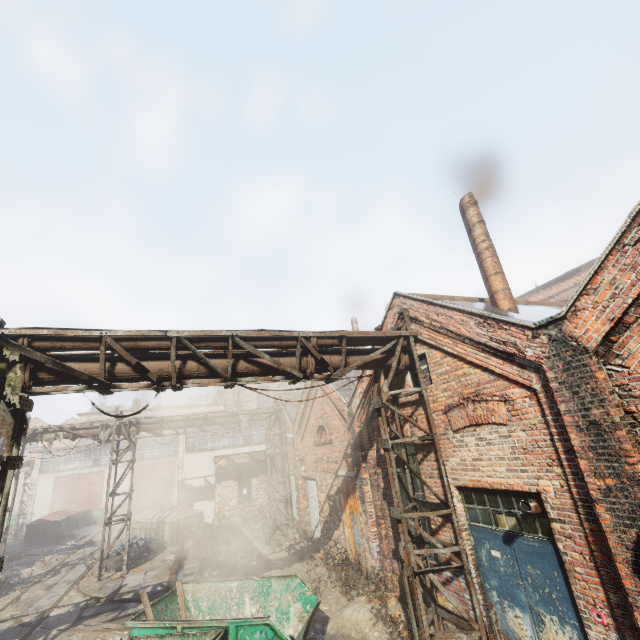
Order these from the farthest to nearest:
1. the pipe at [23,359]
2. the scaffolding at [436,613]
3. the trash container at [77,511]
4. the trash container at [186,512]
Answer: the trash container at [77,511] < the trash container at [186,512] < the scaffolding at [436,613] < the pipe at [23,359]

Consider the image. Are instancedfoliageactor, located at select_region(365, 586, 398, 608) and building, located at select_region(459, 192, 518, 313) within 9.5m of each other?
yes

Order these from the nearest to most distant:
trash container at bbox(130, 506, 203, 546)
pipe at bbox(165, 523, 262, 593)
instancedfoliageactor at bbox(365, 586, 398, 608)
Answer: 1. instancedfoliageactor at bbox(365, 586, 398, 608)
2. pipe at bbox(165, 523, 262, 593)
3. trash container at bbox(130, 506, 203, 546)

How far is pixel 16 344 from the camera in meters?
5.0 m

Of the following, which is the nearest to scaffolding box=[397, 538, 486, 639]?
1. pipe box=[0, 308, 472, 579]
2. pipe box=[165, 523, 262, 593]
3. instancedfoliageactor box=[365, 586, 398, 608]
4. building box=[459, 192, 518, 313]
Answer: pipe box=[0, 308, 472, 579]

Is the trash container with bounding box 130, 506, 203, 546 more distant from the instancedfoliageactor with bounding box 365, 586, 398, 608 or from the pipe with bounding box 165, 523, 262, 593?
the instancedfoliageactor with bounding box 365, 586, 398, 608

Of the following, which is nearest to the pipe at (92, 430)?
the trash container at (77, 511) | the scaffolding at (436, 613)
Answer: the scaffolding at (436, 613)

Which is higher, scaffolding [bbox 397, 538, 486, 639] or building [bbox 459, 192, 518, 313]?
building [bbox 459, 192, 518, 313]
